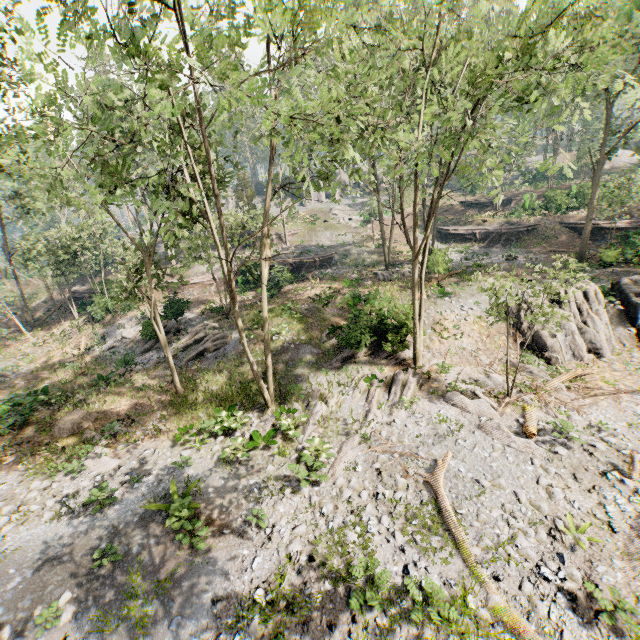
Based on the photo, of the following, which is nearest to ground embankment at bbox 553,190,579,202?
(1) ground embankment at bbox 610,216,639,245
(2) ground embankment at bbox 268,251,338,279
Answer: (1) ground embankment at bbox 610,216,639,245

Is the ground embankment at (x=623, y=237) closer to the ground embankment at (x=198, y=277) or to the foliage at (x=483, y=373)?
the foliage at (x=483, y=373)

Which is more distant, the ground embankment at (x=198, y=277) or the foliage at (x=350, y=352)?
the ground embankment at (x=198, y=277)

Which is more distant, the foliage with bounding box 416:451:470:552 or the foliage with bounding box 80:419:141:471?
the foliage with bounding box 80:419:141:471

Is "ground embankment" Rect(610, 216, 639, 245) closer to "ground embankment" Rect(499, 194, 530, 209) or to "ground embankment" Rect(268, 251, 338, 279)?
"ground embankment" Rect(499, 194, 530, 209)

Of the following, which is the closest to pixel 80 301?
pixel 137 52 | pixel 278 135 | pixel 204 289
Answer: pixel 204 289

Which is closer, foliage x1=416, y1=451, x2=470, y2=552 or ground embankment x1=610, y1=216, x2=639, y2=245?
foliage x1=416, y1=451, x2=470, y2=552

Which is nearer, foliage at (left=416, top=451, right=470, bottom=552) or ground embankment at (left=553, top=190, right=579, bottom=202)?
A: foliage at (left=416, top=451, right=470, bottom=552)
